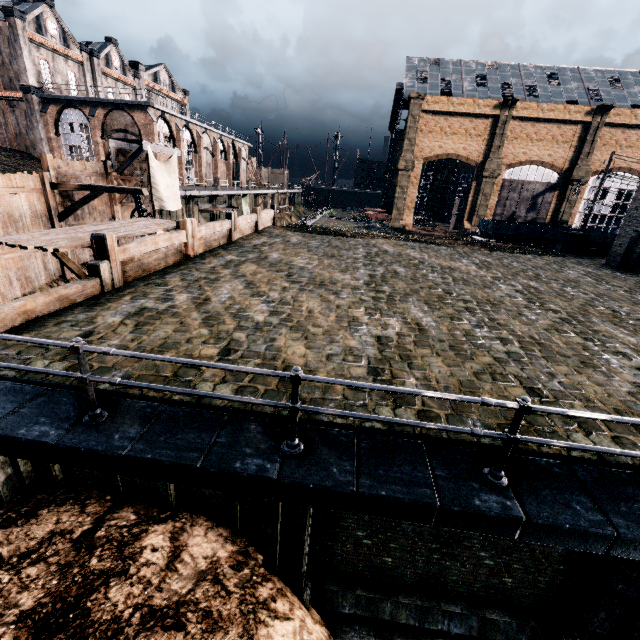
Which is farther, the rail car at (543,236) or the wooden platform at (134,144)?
the rail car at (543,236)

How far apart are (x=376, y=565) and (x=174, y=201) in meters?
27.4 m

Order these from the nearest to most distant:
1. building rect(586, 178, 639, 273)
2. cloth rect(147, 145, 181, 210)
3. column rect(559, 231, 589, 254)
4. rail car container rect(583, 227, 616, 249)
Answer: building rect(586, 178, 639, 273)
cloth rect(147, 145, 181, 210)
column rect(559, 231, 589, 254)
rail car container rect(583, 227, 616, 249)

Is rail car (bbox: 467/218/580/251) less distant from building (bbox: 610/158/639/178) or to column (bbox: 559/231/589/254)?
building (bbox: 610/158/639/178)

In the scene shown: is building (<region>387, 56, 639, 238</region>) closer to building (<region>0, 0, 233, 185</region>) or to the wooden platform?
building (<region>0, 0, 233, 185</region>)

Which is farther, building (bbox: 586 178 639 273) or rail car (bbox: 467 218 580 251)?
rail car (bbox: 467 218 580 251)

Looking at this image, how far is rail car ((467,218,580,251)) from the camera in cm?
3888

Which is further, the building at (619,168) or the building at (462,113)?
the building at (619,168)
